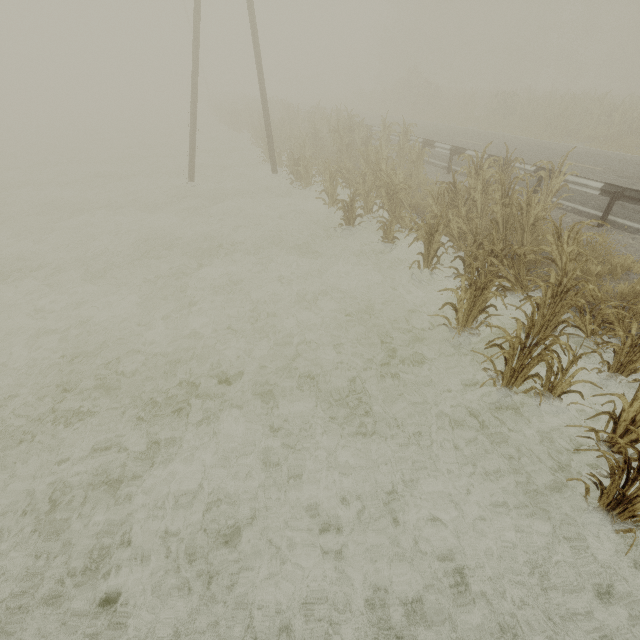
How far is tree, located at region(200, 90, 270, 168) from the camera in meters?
19.2 m

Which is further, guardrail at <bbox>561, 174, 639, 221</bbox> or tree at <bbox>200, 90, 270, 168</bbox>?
tree at <bbox>200, 90, 270, 168</bbox>

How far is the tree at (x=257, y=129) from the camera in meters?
19.2

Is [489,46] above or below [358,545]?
above

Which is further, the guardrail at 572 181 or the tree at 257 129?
the tree at 257 129
